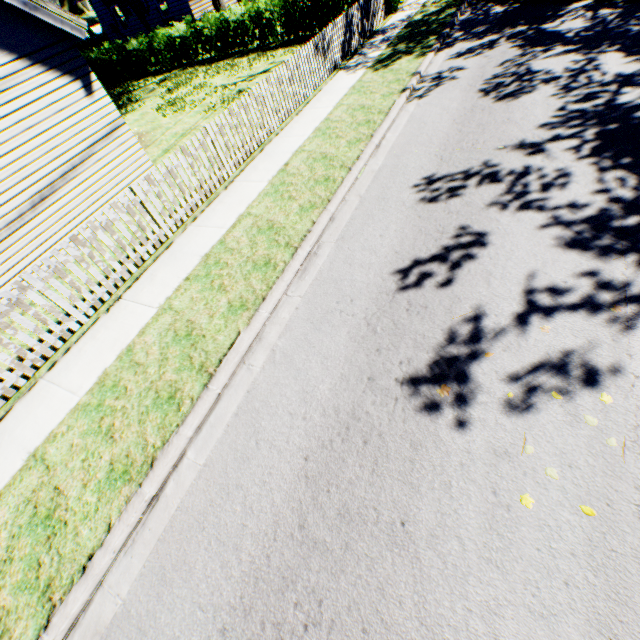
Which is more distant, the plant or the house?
the plant

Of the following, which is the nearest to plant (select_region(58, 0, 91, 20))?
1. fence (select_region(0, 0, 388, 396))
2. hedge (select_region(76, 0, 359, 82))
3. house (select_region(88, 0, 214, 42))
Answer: house (select_region(88, 0, 214, 42))

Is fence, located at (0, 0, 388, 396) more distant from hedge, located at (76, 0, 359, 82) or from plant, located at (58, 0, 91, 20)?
plant, located at (58, 0, 91, 20)

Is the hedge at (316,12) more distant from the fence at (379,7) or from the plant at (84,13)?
the plant at (84,13)

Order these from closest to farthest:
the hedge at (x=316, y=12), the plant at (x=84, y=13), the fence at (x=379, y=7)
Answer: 1. the fence at (x=379, y=7)
2. the hedge at (x=316, y=12)
3. the plant at (x=84, y=13)

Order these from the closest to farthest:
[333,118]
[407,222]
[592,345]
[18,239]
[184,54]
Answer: [592,345]
[407,222]
[18,239]
[333,118]
[184,54]

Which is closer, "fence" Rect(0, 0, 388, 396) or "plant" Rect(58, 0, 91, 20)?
"fence" Rect(0, 0, 388, 396)

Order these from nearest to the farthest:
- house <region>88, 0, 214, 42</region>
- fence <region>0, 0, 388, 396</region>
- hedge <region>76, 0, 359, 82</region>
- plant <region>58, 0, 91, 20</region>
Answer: fence <region>0, 0, 388, 396</region> < hedge <region>76, 0, 359, 82</region> < house <region>88, 0, 214, 42</region> < plant <region>58, 0, 91, 20</region>
